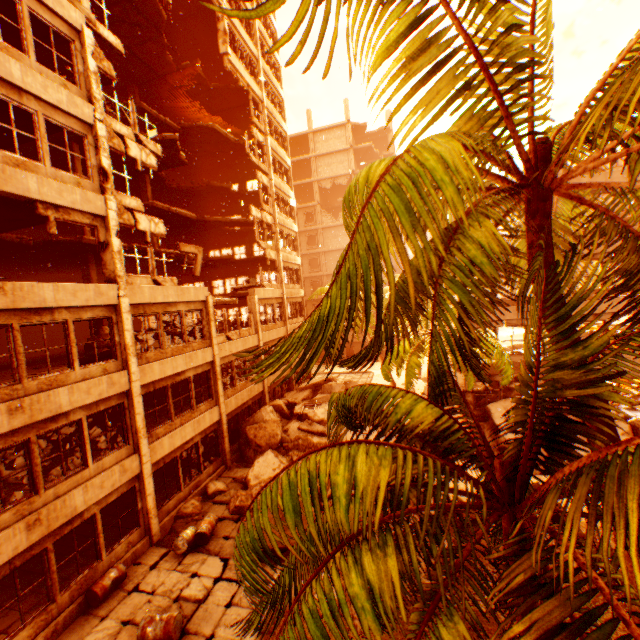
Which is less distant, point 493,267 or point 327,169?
point 493,267

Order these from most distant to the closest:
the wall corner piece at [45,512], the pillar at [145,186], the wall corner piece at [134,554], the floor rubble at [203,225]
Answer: the floor rubble at [203,225]
the pillar at [145,186]
the wall corner piece at [134,554]
the wall corner piece at [45,512]

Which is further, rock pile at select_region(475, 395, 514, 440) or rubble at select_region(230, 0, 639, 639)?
rock pile at select_region(475, 395, 514, 440)

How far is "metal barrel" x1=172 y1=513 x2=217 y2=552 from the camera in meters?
10.9

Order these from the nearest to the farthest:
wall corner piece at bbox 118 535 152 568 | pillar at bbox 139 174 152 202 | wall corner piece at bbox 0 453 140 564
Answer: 1. wall corner piece at bbox 0 453 140 564
2. wall corner piece at bbox 118 535 152 568
3. pillar at bbox 139 174 152 202

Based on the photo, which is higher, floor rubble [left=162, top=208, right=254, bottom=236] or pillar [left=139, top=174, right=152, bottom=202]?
pillar [left=139, top=174, right=152, bottom=202]

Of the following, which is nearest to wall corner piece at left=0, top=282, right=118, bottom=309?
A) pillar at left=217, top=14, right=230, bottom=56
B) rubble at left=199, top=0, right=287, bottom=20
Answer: rubble at left=199, top=0, right=287, bottom=20

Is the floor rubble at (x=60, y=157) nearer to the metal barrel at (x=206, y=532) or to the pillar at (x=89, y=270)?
the pillar at (x=89, y=270)
